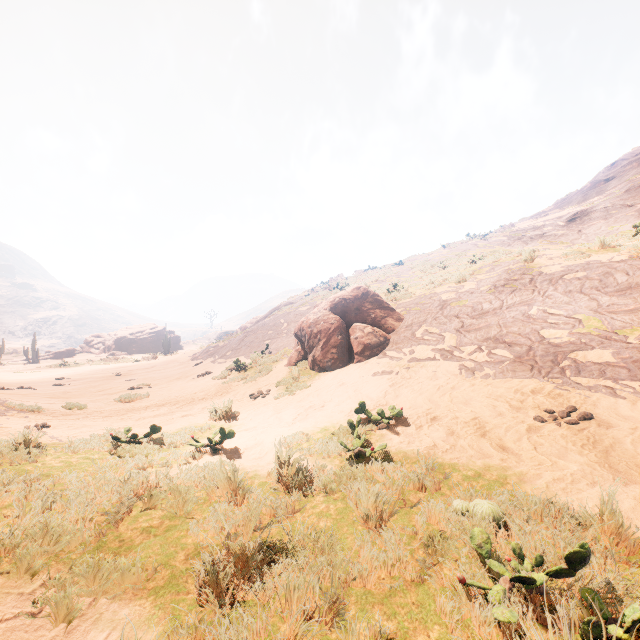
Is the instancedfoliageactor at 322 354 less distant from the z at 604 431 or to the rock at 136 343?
the z at 604 431

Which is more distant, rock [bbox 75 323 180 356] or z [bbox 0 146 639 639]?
rock [bbox 75 323 180 356]

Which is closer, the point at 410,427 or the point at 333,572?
the point at 333,572

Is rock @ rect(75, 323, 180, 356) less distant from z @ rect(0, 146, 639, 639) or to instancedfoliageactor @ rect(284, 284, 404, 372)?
z @ rect(0, 146, 639, 639)

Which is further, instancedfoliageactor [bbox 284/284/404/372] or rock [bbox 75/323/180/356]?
rock [bbox 75/323/180/356]

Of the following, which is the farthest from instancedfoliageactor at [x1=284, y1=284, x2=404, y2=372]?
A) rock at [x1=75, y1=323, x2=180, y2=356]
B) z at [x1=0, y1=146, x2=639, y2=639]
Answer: rock at [x1=75, y1=323, x2=180, y2=356]

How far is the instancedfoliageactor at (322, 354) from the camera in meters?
9.9

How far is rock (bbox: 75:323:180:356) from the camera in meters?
50.1
